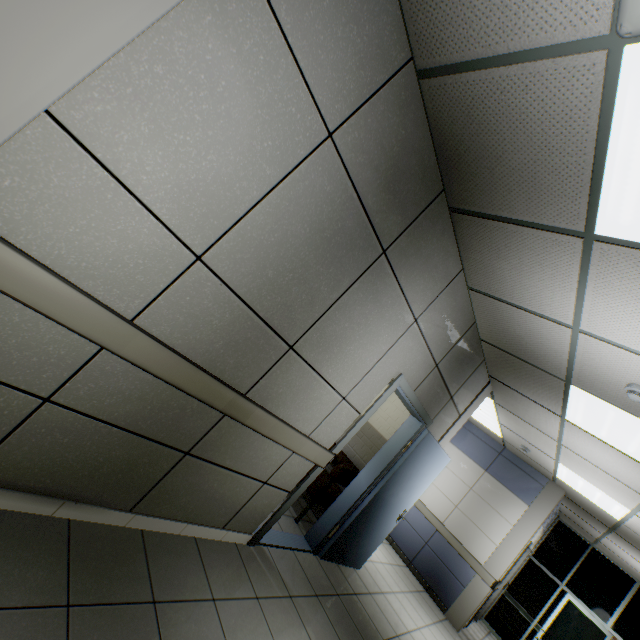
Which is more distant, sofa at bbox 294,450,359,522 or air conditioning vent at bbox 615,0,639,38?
sofa at bbox 294,450,359,522

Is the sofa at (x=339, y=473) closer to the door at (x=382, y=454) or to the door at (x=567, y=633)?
the door at (x=382, y=454)

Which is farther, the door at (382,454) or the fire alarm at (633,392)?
the door at (382,454)

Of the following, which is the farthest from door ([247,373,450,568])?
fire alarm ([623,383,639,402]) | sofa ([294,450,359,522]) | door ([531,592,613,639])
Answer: door ([531,592,613,639])

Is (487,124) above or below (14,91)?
above

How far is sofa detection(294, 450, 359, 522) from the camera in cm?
423

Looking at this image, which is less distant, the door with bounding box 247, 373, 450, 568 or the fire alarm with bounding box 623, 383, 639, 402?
the fire alarm with bounding box 623, 383, 639, 402

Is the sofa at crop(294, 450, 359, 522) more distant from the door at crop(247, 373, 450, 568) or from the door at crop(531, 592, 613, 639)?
the door at crop(531, 592, 613, 639)
